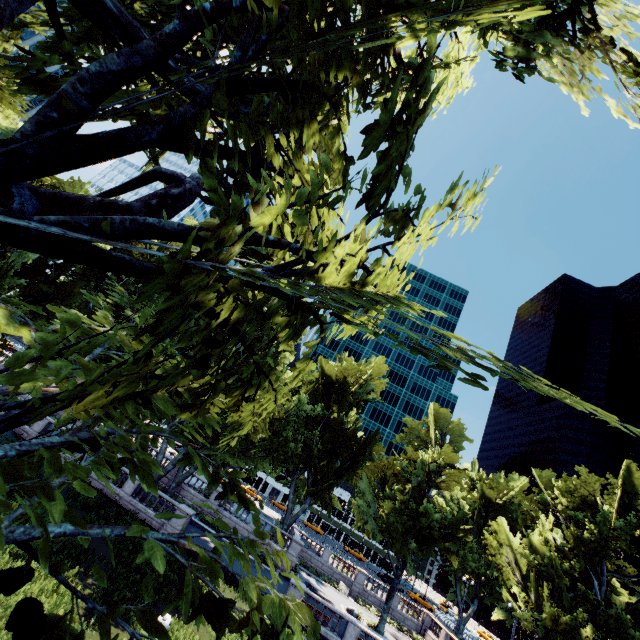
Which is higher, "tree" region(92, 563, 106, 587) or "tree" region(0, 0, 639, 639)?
"tree" region(0, 0, 639, 639)

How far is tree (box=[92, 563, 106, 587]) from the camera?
1.9m

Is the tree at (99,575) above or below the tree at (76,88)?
below

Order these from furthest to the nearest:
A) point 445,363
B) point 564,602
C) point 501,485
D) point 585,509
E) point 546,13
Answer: point 501,485, point 585,509, point 564,602, point 445,363, point 546,13

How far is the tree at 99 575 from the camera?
1.9 meters
